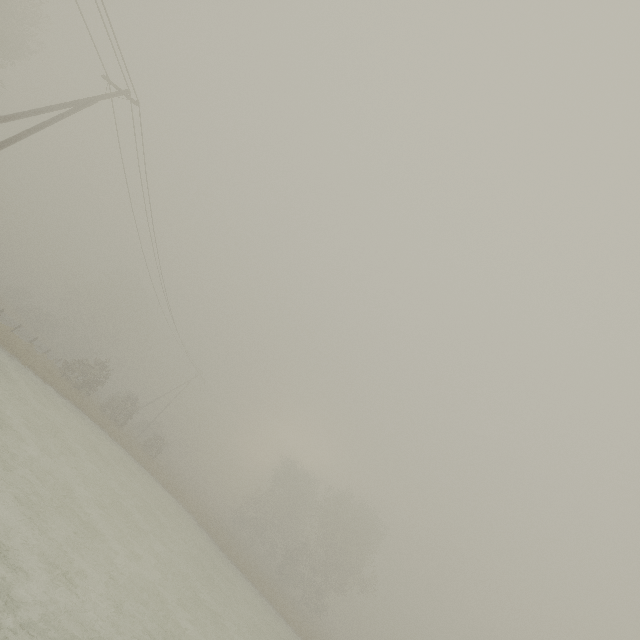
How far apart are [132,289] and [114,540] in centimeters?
5621cm
